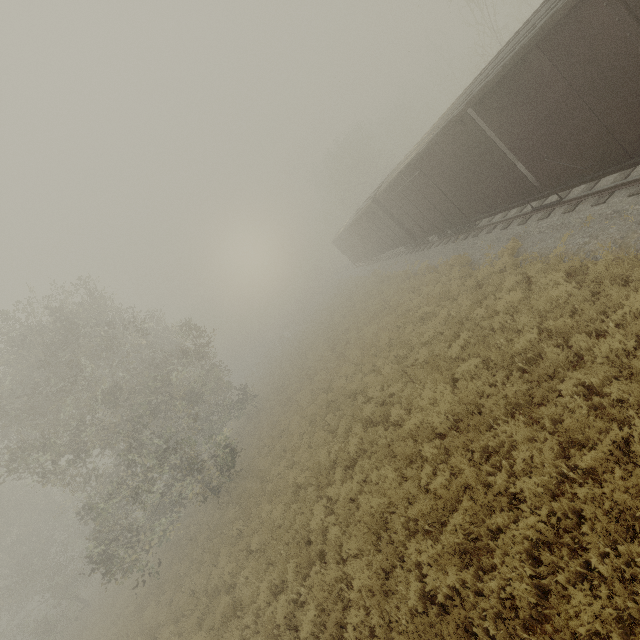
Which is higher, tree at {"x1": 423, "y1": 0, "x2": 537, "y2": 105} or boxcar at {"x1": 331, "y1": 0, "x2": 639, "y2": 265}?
tree at {"x1": 423, "y1": 0, "x2": 537, "y2": 105}

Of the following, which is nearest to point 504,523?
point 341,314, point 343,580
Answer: point 343,580

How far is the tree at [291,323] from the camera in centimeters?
5216cm

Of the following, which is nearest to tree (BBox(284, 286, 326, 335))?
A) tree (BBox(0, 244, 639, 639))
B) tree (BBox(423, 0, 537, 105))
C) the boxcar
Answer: tree (BBox(0, 244, 639, 639))

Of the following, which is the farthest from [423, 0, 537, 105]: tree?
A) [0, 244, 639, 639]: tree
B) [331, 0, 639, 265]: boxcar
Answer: [0, 244, 639, 639]: tree

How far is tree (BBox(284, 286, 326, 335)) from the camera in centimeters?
5216cm

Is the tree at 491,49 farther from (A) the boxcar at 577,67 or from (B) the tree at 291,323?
(B) the tree at 291,323

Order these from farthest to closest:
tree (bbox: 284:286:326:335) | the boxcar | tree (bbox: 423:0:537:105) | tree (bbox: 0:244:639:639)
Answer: tree (bbox: 284:286:326:335) < tree (bbox: 423:0:537:105) < the boxcar < tree (bbox: 0:244:639:639)
